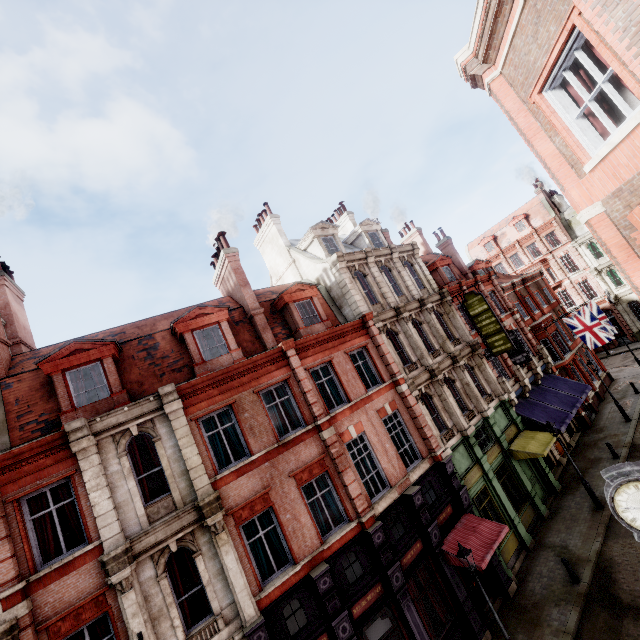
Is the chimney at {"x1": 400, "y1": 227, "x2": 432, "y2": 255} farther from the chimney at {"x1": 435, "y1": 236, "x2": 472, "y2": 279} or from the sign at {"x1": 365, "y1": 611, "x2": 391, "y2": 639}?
the sign at {"x1": 365, "y1": 611, "x2": 391, "y2": 639}

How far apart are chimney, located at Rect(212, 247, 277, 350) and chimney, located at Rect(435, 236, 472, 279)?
19.9m

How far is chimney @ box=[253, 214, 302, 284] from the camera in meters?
21.7 m

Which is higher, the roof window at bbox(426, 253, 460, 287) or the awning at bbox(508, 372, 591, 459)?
the roof window at bbox(426, 253, 460, 287)

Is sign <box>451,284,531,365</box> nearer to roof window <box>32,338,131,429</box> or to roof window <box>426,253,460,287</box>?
roof window <box>426,253,460,287</box>

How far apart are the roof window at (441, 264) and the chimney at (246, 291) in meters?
15.4 m

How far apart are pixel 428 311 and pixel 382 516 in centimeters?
1200cm

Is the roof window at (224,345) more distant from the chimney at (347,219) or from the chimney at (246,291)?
the chimney at (347,219)
